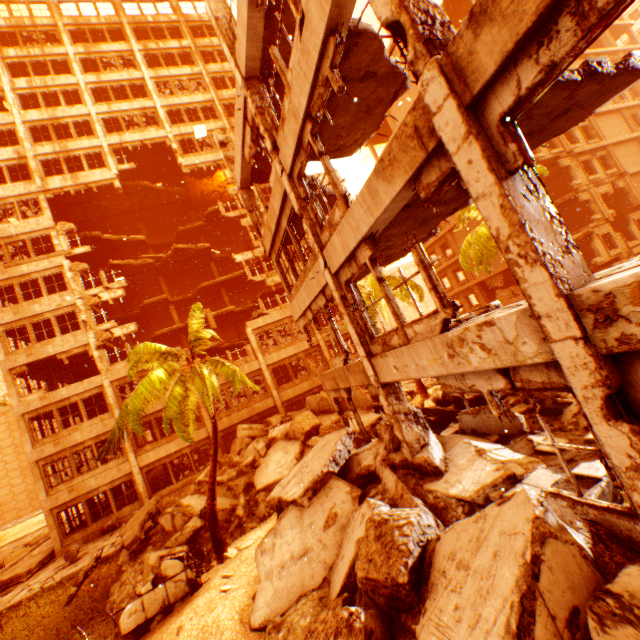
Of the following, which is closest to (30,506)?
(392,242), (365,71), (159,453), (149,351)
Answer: (159,453)

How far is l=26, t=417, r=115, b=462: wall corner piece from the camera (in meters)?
19.62

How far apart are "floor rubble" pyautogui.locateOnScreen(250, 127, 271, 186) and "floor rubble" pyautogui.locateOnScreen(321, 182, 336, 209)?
2.7m

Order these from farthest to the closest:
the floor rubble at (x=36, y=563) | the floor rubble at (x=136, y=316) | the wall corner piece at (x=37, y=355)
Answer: the floor rubble at (x=136, y=316) → the wall corner piece at (x=37, y=355) → the floor rubble at (x=36, y=563)

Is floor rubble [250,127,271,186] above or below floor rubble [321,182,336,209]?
above

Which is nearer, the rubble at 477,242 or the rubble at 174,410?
the rubble at 174,410

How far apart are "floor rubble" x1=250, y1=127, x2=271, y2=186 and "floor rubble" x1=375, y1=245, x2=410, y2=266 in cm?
556

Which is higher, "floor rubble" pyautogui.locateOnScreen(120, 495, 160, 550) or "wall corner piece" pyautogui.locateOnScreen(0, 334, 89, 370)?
"wall corner piece" pyautogui.locateOnScreen(0, 334, 89, 370)
